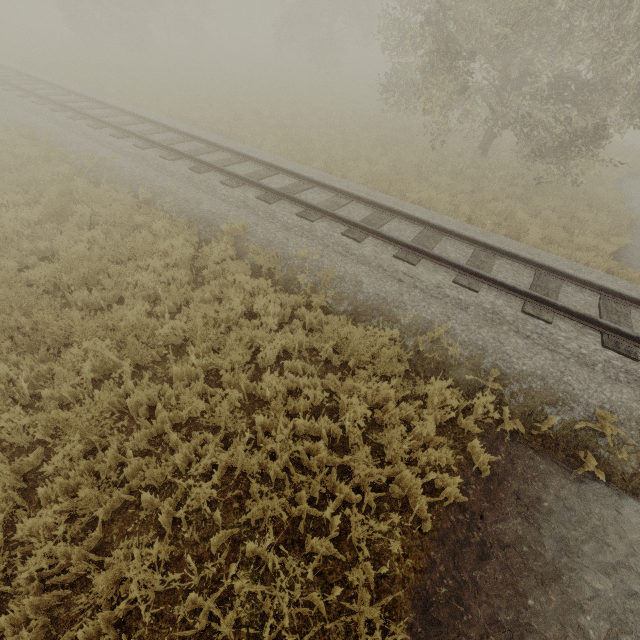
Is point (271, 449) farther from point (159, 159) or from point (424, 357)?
point (159, 159)
